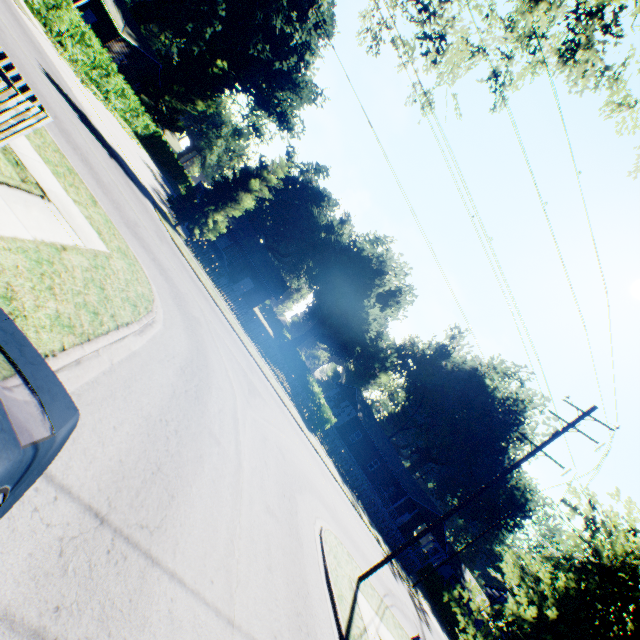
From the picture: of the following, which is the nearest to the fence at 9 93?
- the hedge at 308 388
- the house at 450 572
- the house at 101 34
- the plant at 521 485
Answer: the plant at 521 485

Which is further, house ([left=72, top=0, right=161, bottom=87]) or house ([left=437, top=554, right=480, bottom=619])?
house ([left=437, top=554, right=480, bottom=619])

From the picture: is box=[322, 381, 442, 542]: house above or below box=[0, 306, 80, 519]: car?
above

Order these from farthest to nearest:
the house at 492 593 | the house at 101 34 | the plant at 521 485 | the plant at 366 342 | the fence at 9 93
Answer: the house at 492 593 → the plant at 521 485 → the plant at 366 342 → the house at 101 34 → the fence at 9 93

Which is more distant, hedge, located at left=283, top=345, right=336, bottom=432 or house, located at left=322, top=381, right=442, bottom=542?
house, located at left=322, top=381, right=442, bottom=542

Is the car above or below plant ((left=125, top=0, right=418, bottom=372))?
below

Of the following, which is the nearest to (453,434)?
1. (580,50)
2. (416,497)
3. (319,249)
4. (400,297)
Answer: (416,497)

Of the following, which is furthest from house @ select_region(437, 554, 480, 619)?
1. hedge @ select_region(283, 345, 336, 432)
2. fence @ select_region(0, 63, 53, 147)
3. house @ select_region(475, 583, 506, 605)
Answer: fence @ select_region(0, 63, 53, 147)
